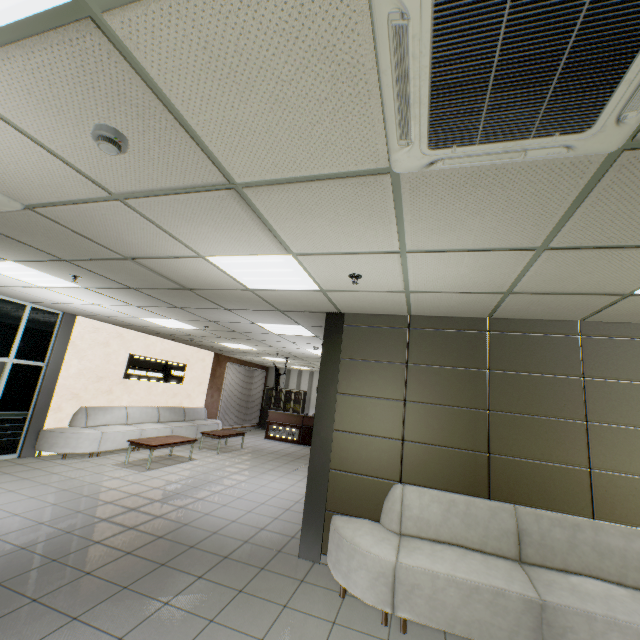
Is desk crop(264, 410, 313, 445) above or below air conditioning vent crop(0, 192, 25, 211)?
below

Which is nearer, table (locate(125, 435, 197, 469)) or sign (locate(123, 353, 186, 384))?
table (locate(125, 435, 197, 469))

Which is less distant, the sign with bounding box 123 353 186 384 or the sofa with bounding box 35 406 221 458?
the sofa with bounding box 35 406 221 458

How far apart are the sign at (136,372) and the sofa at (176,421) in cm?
76

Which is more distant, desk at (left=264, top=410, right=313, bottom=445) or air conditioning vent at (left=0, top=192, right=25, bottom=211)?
desk at (left=264, top=410, right=313, bottom=445)

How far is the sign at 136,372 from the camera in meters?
9.4 m

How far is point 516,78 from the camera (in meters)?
1.16

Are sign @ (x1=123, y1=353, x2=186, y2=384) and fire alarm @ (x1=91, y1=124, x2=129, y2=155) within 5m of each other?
no
